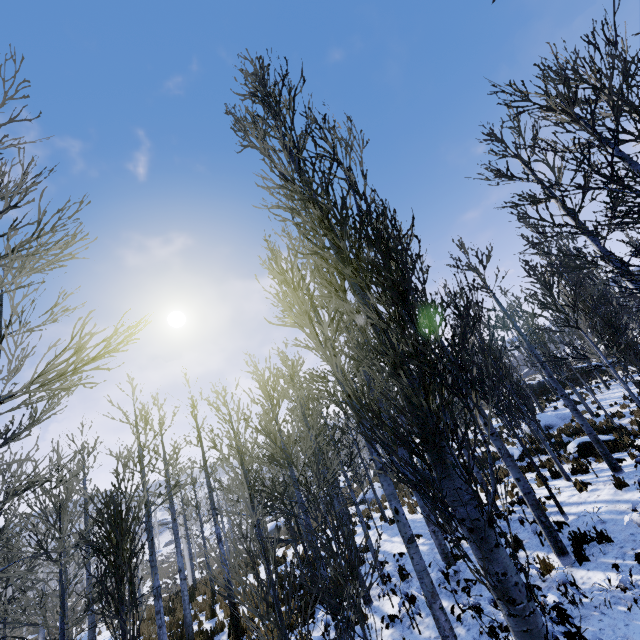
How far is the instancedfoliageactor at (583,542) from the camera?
6.27m

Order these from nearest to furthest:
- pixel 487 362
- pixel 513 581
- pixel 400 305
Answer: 1. pixel 513 581
2. pixel 400 305
3. pixel 487 362

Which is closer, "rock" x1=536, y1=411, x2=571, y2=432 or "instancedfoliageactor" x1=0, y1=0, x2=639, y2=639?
"instancedfoliageactor" x1=0, y1=0, x2=639, y2=639

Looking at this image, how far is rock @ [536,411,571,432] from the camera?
20.1m

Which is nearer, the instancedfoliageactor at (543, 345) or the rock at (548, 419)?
the instancedfoliageactor at (543, 345)

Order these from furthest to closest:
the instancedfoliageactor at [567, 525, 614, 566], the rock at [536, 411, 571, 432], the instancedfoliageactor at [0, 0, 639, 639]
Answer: the rock at [536, 411, 571, 432], the instancedfoliageactor at [567, 525, 614, 566], the instancedfoliageactor at [0, 0, 639, 639]

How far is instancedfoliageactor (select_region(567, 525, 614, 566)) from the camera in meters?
6.3

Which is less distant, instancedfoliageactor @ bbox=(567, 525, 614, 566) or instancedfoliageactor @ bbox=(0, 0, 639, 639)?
instancedfoliageactor @ bbox=(0, 0, 639, 639)
